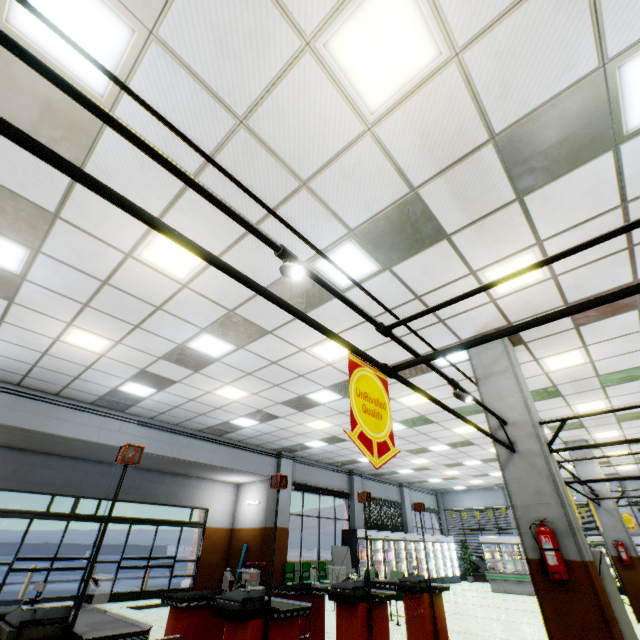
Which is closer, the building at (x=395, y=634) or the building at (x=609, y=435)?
the building at (x=395, y=634)

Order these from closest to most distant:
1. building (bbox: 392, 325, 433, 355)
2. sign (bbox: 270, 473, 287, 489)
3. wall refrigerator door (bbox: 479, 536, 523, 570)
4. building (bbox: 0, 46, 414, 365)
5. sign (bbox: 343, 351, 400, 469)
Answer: sign (bbox: 343, 351, 400, 469) → building (bbox: 0, 46, 414, 365) → sign (bbox: 270, 473, 287, 489) → building (bbox: 392, 325, 433, 355) → wall refrigerator door (bbox: 479, 536, 523, 570)

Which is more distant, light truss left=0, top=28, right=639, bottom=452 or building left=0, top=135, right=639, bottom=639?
building left=0, top=135, right=639, bottom=639

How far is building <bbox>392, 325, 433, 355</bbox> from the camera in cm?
605

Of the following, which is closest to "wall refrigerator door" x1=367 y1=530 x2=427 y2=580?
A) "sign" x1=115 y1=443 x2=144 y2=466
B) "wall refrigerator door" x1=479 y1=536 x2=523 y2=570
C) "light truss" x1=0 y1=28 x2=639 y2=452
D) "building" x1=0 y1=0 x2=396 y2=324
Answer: "building" x1=0 y1=0 x2=396 y2=324

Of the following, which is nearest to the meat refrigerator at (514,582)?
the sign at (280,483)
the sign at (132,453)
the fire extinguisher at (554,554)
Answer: the fire extinguisher at (554,554)

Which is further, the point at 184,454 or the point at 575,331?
the point at 184,454

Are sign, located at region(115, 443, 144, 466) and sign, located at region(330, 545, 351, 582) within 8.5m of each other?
no
